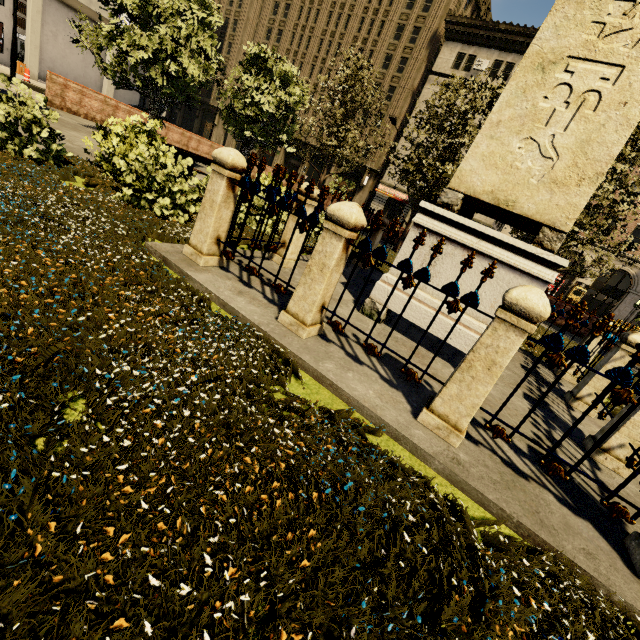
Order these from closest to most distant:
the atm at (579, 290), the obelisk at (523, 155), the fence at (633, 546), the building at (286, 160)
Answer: the fence at (633, 546) → the obelisk at (523, 155) → the atm at (579, 290) → the building at (286, 160)

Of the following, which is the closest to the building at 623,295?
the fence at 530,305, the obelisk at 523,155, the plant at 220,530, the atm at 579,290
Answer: the atm at 579,290

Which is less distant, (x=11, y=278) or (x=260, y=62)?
(x=11, y=278)

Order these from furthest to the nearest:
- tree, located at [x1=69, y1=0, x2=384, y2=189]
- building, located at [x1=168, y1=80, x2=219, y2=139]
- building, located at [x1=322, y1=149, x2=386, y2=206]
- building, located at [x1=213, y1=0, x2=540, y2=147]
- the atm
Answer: building, located at [x1=168, y1=80, x2=219, y2=139] → building, located at [x1=322, y1=149, x2=386, y2=206] → building, located at [x1=213, y1=0, x2=540, y2=147] → the atm → tree, located at [x1=69, y1=0, x2=384, y2=189]

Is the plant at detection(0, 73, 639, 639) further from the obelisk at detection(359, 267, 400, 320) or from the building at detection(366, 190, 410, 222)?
the building at detection(366, 190, 410, 222)

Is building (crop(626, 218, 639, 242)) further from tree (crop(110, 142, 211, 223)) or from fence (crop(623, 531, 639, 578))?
fence (crop(623, 531, 639, 578))

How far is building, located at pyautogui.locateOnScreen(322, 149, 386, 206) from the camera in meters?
40.3 m
